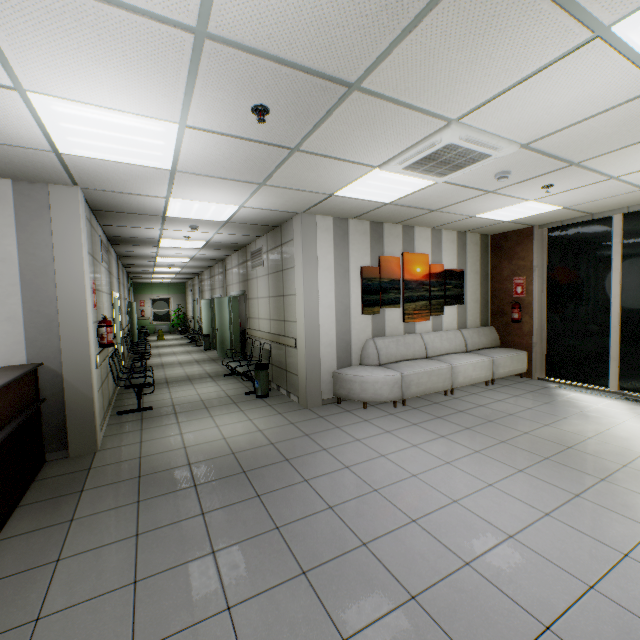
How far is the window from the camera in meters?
20.5 m

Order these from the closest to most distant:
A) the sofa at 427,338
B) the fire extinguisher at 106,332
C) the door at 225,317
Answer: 1. the fire extinguisher at 106,332
2. the sofa at 427,338
3. the door at 225,317

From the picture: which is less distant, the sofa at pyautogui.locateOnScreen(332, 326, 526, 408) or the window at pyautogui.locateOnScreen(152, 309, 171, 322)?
the sofa at pyautogui.locateOnScreen(332, 326, 526, 408)

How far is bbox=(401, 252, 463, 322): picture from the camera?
6.40m

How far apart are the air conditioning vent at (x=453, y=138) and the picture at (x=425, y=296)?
2.1 meters

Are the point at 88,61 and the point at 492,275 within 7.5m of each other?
no

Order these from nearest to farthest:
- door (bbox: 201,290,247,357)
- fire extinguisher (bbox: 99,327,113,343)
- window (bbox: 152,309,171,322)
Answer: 1. fire extinguisher (bbox: 99,327,113,343)
2. door (bbox: 201,290,247,357)
3. window (bbox: 152,309,171,322)

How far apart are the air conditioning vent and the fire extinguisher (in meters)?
4.31
